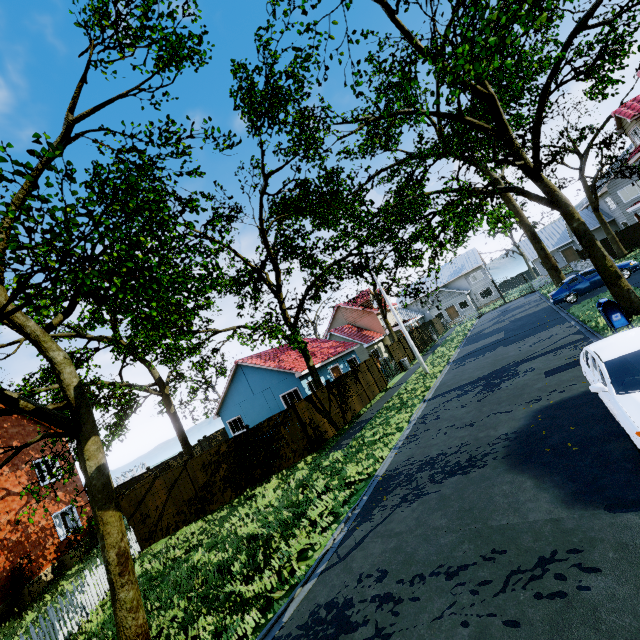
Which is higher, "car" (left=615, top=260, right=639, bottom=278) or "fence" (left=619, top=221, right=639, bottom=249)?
"fence" (left=619, top=221, right=639, bottom=249)

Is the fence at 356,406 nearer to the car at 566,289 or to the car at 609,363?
the car at 566,289

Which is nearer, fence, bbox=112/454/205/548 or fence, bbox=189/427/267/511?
fence, bbox=112/454/205/548

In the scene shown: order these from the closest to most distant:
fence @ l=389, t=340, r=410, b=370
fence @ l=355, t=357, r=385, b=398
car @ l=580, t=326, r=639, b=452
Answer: car @ l=580, t=326, r=639, b=452 < fence @ l=355, t=357, r=385, b=398 < fence @ l=389, t=340, r=410, b=370

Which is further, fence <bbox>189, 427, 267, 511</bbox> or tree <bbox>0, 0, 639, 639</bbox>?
fence <bbox>189, 427, 267, 511</bbox>

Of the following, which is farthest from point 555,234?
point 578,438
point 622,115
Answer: point 578,438

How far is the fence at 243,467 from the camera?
14.07m
